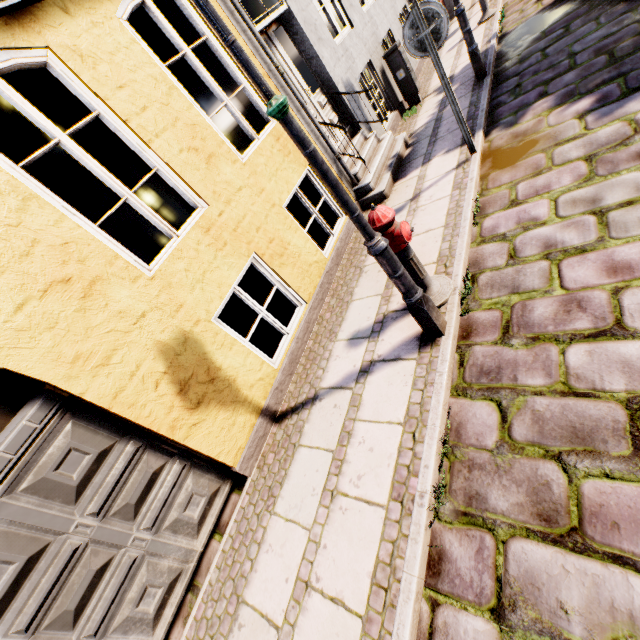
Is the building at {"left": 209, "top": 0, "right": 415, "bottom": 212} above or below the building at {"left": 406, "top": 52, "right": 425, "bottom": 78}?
above

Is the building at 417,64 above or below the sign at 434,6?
below

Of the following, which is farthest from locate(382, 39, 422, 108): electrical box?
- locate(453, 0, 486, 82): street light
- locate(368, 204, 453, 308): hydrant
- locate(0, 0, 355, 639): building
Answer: locate(368, 204, 453, 308): hydrant

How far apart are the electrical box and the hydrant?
6.18m

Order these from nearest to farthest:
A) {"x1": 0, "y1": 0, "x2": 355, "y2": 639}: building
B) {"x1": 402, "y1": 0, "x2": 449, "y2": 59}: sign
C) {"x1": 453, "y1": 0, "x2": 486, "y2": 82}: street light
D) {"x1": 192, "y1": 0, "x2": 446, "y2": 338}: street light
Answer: {"x1": 192, "y1": 0, "x2": 446, "y2": 338}: street light → {"x1": 0, "y1": 0, "x2": 355, "y2": 639}: building → {"x1": 402, "y1": 0, "x2": 449, "y2": 59}: sign → {"x1": 453, "y1": 0, "x2": 486, "y2": 82}: street light

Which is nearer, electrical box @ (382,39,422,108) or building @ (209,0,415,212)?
building @ (209,0,415,212)

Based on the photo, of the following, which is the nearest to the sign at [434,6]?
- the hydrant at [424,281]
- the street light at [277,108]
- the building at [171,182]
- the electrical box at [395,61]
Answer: the building at [171,182]

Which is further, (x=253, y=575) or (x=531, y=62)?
(x=531, y=62)
